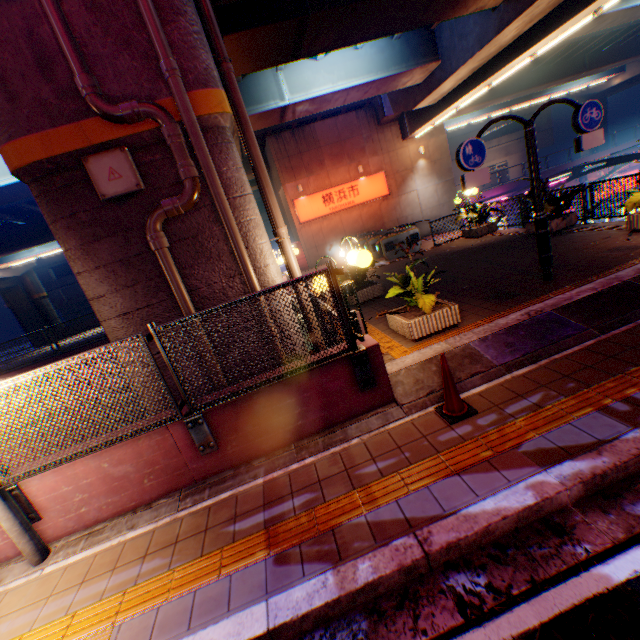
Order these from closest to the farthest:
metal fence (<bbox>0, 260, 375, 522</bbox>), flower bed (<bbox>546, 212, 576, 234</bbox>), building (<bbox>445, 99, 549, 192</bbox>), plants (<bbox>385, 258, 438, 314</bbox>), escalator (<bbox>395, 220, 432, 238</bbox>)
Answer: metal fence (<bbox>0, 260, 375, 522</bbox>) < plants (<bbox>385, 258, 438, 314</bbox>) < flower bed (<bbox>546, 212, 576, 234</bbox>) < escalator (<bbox>395, 220, 432, 238</bbox>) < building (<bbox>445, 99, 549, 192</bbox>)

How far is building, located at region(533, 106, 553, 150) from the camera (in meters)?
49.69

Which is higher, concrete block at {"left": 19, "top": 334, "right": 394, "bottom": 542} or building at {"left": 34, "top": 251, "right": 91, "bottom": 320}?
building at {"left": 34, "top": 251, "right": 91, "bottom": 320}

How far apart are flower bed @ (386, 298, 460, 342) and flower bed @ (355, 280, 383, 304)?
2.7 meters

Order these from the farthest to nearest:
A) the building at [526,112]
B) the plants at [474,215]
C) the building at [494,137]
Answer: the building at [494,137], the building at [526,112], the plants at [474,215]

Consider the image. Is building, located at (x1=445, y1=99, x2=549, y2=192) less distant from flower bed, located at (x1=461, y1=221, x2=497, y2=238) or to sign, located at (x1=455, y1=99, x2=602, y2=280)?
flower bed, located at (x1=461, y1=221, x2=497, y2=238)

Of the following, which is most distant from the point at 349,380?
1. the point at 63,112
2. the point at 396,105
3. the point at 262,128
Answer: the point at 396,105

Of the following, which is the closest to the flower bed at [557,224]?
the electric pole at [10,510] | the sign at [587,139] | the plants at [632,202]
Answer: the plants at [632,202]
